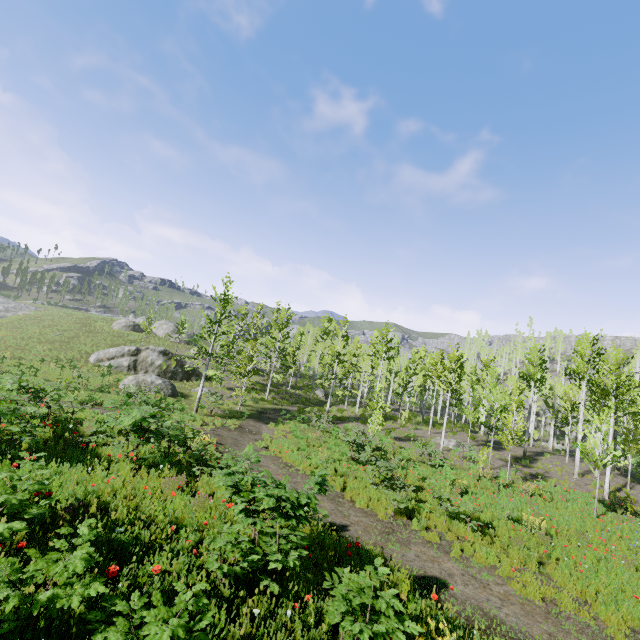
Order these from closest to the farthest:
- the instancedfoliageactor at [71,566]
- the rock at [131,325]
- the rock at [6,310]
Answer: the instancedfoliageactor at [71,566]
the rock at [131,325]
the rock at [6,310]

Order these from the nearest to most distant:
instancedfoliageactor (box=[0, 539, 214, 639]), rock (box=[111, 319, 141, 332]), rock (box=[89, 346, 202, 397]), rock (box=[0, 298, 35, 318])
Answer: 1. instancedfoliageactor (box=[0, 539, 214, 639])
2. rock (box=[89, 346, 202, 397])
3. rock (box=[111, 319, 141, 332])
4. rock (box=[0, 298, 35, 318])

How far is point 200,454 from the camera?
10.53m

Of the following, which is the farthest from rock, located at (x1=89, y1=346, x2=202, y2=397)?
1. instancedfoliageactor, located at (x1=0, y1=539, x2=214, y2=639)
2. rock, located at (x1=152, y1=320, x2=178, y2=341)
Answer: instancedfoliageactor, located at (x1=0, y1=539, x2=214, y2=639)

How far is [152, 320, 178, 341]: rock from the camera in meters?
50.8 m

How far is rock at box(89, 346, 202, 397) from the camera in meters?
26.7 m

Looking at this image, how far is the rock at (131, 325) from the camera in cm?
4738

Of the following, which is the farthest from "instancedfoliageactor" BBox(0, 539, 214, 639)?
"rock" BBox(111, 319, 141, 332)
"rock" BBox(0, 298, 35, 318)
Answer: "rock" BBox(0, 298, 35, 318)
